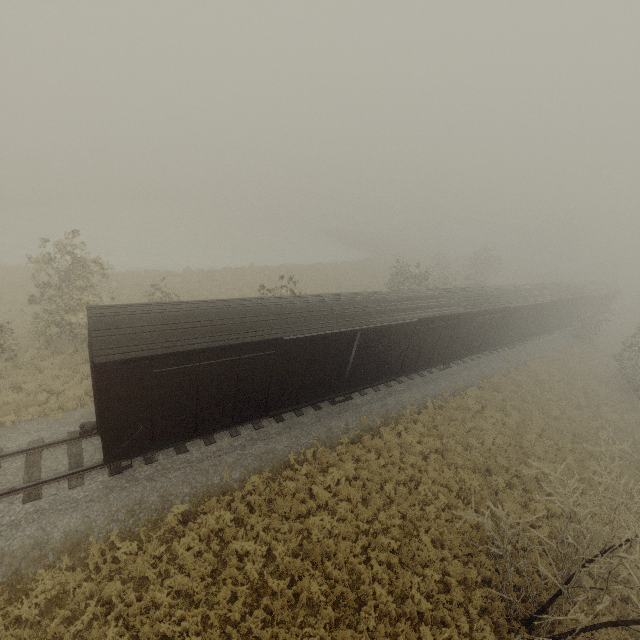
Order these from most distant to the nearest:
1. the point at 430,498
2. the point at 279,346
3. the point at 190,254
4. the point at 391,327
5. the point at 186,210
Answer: the point at 186,210 < the point at 190,254 < the point at 391,327 < the point at 430,498 < the point at 279,346

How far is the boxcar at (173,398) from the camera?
9.2m

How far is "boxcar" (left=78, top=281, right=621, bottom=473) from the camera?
9.24m
